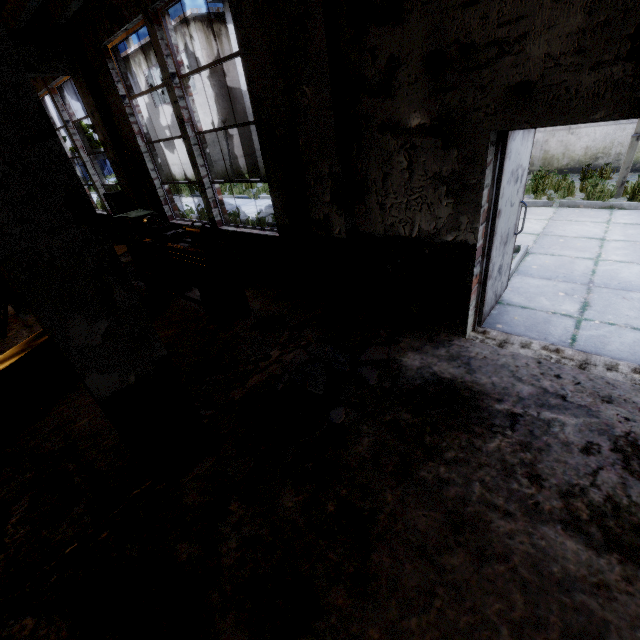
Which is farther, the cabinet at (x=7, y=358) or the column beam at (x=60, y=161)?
the cabinet at (x=7, y=358)

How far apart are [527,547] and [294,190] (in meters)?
4.43

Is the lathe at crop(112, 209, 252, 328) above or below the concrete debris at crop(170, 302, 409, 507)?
above

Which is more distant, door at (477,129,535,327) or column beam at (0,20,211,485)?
door at (477,129,535,327)

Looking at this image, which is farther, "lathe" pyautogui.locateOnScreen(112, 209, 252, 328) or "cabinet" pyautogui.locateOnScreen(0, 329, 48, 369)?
"lathe" pyautogui.locateOnScreen(112, 209, 252, 328)

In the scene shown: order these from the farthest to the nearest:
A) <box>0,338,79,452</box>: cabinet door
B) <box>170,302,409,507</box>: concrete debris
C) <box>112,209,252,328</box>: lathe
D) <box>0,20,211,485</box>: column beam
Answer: <box>112,209,252,328</box>: lathe, <box>0,338,79,452</box>: cabinet door, <box>170,302,409,507</box>: concrete debris, <box>0,20,211,485</box>: column beam

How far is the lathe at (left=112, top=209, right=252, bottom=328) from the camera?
4.54m

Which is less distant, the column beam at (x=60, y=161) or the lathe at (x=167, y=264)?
the column beam at (x=60, y=161)
